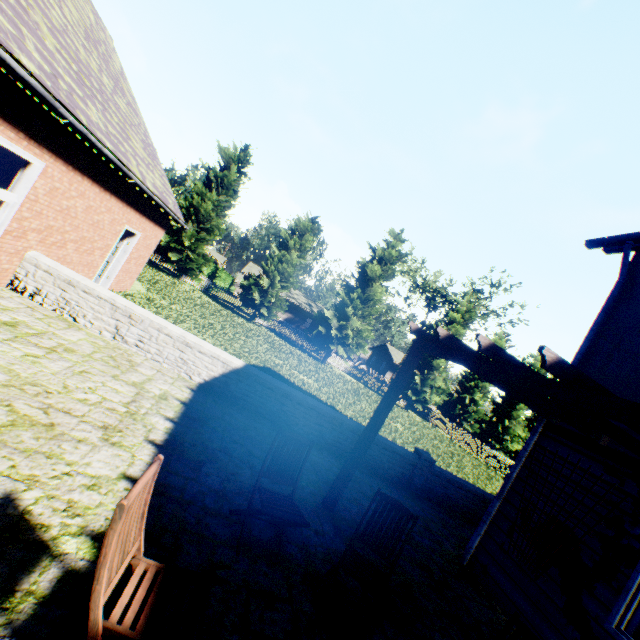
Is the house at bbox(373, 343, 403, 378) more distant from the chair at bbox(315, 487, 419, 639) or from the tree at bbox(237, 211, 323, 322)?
the chair at bbox(315, 487, 419, 639)

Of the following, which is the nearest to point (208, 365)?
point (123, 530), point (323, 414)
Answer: point (323, 414)

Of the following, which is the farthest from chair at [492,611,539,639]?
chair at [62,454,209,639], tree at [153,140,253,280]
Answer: tree at [153,140,253,280]

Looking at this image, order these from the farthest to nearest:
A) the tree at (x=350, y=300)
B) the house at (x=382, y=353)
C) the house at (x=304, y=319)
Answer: the house at (x=382, y=353) → the house at (x=304, y=319) → the tree at (x=350, y=300)

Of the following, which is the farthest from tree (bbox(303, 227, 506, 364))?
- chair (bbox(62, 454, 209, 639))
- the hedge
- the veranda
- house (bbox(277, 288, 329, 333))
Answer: chair (bbox(62, 454, 209, 639))

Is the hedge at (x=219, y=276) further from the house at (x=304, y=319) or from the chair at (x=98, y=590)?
the chair at (x=98, y=590)

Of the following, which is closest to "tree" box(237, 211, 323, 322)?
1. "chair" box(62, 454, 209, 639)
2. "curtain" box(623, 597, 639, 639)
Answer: "curtain" box(623, 597, 639, 639)

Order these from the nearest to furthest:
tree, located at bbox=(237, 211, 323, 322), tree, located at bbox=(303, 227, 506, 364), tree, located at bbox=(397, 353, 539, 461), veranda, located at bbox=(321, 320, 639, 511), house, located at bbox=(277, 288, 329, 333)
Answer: veranda, located at bbox=(321, 320, 639, 511), tree, located at bbox=(237, 211, 323, 322), tree, located at bbox=(303, 227, 506, 364), tree, located at bbox=(397, 353, 539, 461), house, located at bbox=(277, 288, 329, 333)
